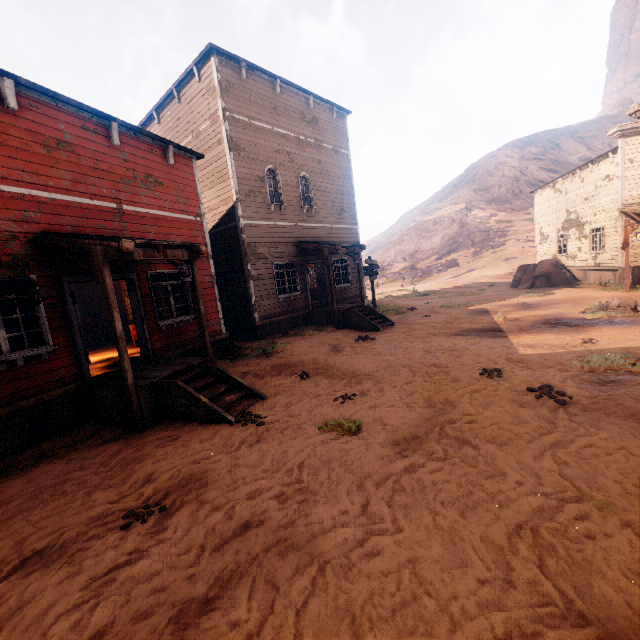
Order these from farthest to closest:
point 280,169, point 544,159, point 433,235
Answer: point 544,159 → point 433,235 → point 280,169

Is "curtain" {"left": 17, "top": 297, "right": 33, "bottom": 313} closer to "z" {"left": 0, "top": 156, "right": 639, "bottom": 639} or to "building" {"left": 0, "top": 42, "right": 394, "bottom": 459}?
"building" {"left": 0, "top": 42, "right": 394, "bottom": 459}

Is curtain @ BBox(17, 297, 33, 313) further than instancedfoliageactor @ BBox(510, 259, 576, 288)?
No

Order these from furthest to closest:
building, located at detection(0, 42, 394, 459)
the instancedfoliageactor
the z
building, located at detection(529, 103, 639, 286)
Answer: the instancedfoliageactor
building, located at detection(529, 103, 639, 286)
building, located at detection(0, 42, 394, 459)
the z

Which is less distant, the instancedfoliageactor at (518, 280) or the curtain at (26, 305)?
the curtain at (26, 305)

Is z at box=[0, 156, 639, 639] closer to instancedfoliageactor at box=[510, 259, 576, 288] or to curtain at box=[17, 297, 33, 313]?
instancedfoliageactor at box=[510, 259, 576, 288]

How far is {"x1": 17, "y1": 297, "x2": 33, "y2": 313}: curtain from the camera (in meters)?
6.28

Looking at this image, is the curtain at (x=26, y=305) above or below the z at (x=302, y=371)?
above
